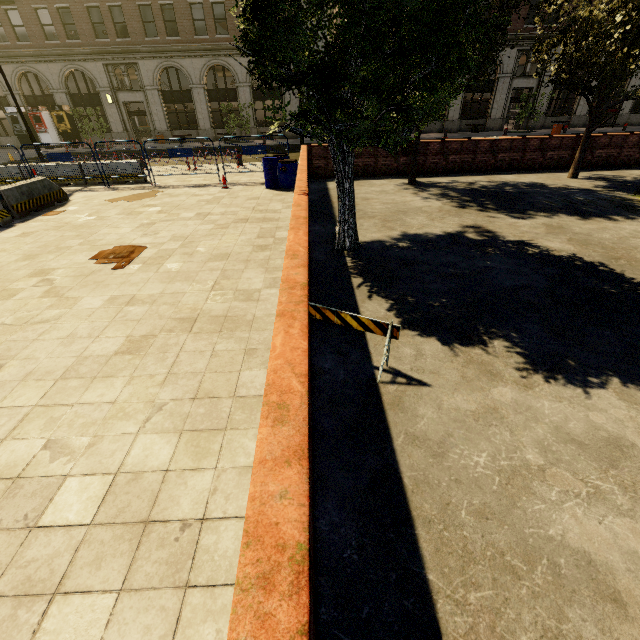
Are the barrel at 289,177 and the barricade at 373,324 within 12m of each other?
yes

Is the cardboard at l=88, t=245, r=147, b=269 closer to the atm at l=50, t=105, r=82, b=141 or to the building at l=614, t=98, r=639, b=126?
the building at l=614, t=98, r=639, b=126

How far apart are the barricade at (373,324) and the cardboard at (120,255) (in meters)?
4.49

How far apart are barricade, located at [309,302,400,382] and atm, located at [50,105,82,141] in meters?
36.8 m

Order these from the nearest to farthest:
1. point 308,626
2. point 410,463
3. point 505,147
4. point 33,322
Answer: point 308,626, point 410,463, point 33,322, point 505,147

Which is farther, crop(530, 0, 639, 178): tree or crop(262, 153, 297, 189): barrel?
crop(262, 153, 297, 189): barrel

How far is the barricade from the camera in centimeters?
338cm

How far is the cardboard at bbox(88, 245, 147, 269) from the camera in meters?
6.4
